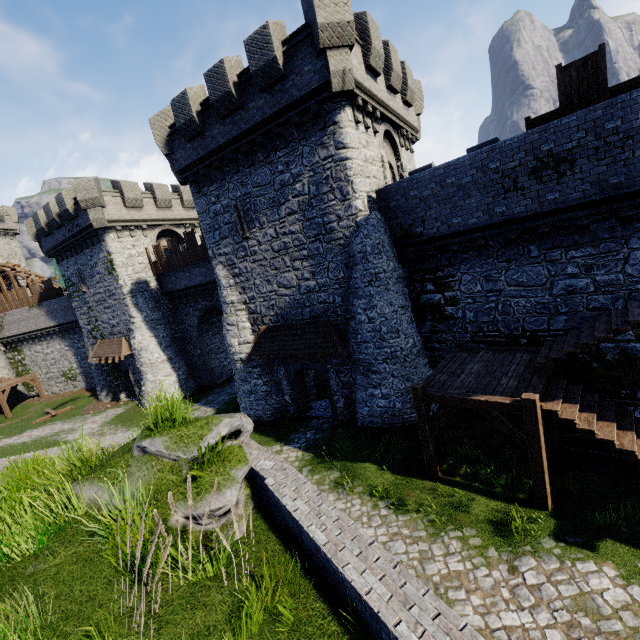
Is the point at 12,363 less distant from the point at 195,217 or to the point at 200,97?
the point at 195,217

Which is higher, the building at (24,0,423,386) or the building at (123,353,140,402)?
the building at (24,0,423,386)

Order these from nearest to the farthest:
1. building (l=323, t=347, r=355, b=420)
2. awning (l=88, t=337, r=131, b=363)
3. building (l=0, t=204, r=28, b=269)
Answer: building (l=323, t=347, r=355, b=420), awning (l=88, t=337, r=131, b=363), building (l=0, t=204, r=28, b=269)

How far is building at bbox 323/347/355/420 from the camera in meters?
15.5 m

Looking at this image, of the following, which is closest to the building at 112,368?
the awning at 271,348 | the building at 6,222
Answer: the awning at 271,348

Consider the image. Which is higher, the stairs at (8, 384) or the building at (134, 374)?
the stairs at (8, 384)

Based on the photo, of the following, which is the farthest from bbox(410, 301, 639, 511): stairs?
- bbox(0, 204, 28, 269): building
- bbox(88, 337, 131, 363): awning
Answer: bbox(0, 204, 28, 269): building

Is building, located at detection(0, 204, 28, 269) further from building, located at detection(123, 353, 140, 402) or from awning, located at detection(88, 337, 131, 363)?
awning, located at detection(88, 337, 131, 363)
